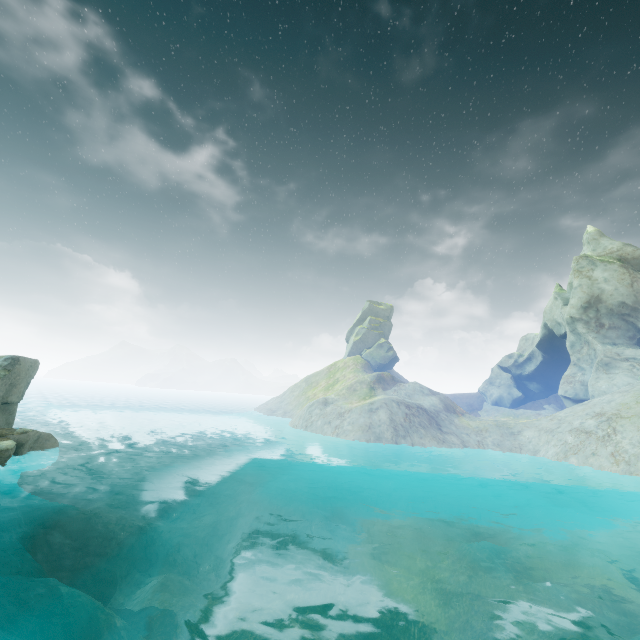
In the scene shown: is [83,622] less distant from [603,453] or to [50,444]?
[50,444]
